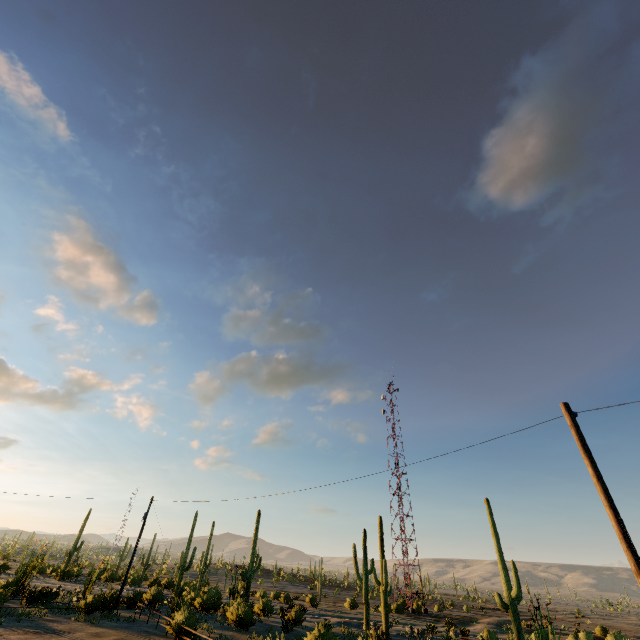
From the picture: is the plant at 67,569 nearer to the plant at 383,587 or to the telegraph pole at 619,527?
the plant at 383,587

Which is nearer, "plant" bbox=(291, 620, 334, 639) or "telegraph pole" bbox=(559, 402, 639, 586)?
Result: "telegraph pole" bbox=(559, 402, 639, 586)

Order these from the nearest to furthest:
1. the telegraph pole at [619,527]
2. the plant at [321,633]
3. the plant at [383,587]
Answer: the telegraph pole at [619,527]
the plant at [321,633]
the plant at [383,587]

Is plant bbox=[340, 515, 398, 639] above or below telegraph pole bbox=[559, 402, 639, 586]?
below

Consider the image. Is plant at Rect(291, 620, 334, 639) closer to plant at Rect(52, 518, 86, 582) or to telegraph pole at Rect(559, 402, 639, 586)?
telegraph pole at Rect(559, 402, 639, 586)

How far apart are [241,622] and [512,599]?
21.3m

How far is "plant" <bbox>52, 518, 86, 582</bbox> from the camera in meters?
54.0

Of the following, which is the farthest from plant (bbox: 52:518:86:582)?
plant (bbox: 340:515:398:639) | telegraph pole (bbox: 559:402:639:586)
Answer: telegraph pole (bbox: 559:402:639:586)
